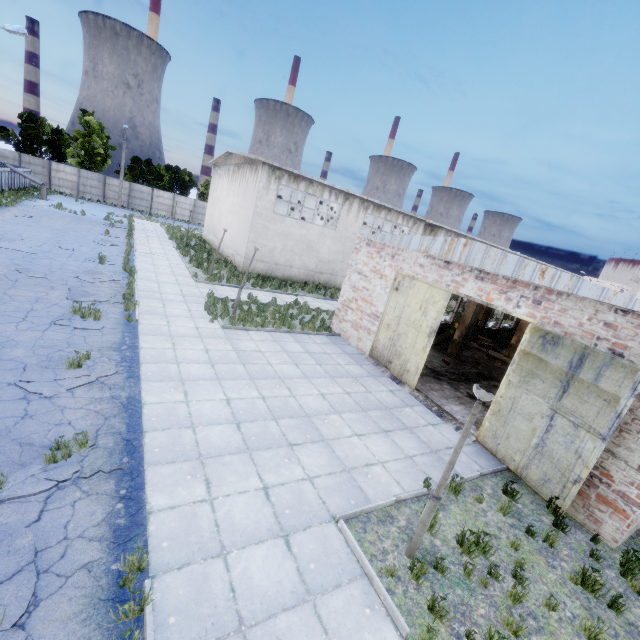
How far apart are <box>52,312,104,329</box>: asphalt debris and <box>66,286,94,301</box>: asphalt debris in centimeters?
55cm

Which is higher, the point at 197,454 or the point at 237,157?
the point at 237,157

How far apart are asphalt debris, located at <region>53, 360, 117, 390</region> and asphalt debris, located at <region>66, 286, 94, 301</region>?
4.33m

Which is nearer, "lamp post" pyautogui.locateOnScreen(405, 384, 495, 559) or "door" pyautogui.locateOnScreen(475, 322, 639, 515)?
"lamp post" pyautogui.locateOnScreen(405, 384, 495, 559)

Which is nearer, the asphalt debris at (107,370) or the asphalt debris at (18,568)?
the asphalt debris at (18,568)

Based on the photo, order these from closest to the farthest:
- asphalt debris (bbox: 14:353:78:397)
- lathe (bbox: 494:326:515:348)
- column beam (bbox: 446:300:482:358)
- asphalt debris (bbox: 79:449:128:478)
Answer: asphalt debris (bbox: 79:449:128:478) < asphalt debris (bbox: 14:353:78:397) < column beam (bbox: 446:300:482:358) < lathe (bbox: 494:326:515:348)

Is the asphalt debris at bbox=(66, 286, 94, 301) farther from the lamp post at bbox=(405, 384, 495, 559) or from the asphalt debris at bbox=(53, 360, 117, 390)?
the lamp post at bbox=(405, 384, 495, 559)

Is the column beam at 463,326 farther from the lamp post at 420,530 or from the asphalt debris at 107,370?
the asphalt debris at 107,370
